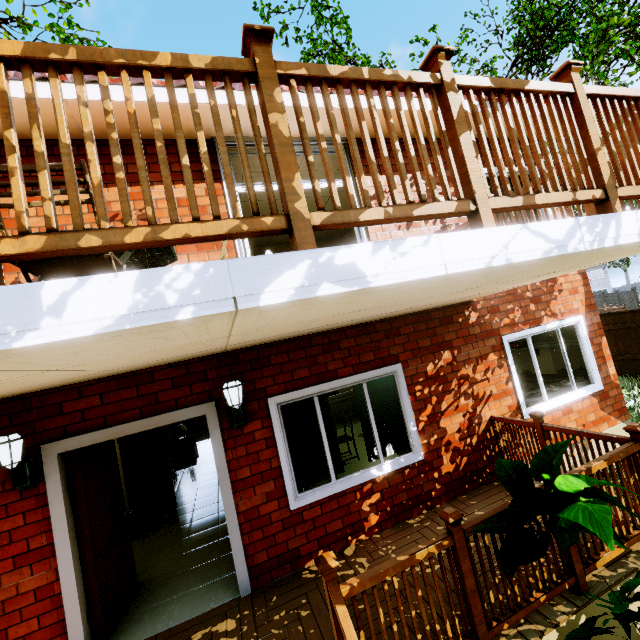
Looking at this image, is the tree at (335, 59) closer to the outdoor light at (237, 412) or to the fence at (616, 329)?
the fence at (616, 329)

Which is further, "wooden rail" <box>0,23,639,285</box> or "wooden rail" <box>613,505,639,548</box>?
"wooden rail" <box>613,505,639,548</box>

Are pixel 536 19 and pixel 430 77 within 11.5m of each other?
no

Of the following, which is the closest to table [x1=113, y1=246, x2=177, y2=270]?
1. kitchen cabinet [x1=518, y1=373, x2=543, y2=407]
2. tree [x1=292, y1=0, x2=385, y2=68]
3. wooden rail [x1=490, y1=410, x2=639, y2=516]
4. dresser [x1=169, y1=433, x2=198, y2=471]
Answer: wooden rail [x1=490, y1=410, x2=639, y2=516]

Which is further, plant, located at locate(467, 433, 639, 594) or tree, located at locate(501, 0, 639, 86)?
tree, located at locate(501, 0, 639, 86)

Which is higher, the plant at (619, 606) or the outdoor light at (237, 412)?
the outdoor light at (237, 412)

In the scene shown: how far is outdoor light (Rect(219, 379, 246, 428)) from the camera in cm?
372

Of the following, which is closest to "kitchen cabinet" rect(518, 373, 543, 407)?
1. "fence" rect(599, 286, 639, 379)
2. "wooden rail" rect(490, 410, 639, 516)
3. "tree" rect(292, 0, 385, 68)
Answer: "wooden rail" rect(490, 410, 639, 516)
